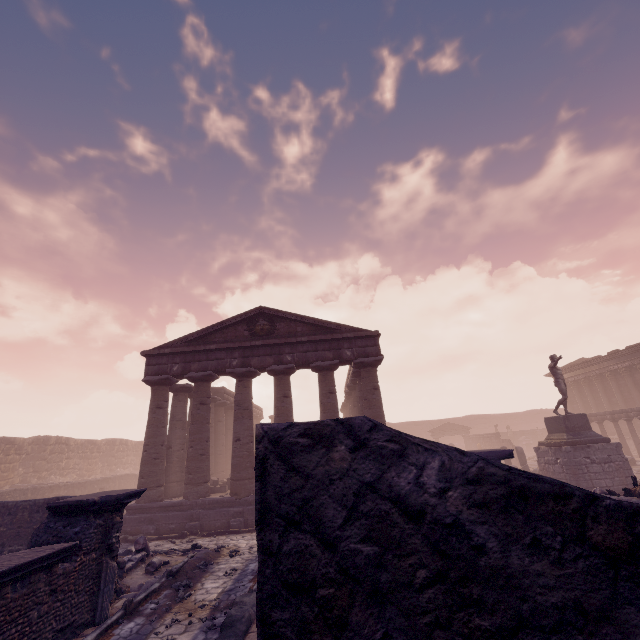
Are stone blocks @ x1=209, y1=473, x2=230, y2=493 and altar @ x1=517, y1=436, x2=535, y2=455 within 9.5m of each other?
no

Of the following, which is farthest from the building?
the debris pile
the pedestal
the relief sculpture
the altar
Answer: the debris pile

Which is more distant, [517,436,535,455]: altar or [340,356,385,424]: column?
[517,436,535,455]: altar

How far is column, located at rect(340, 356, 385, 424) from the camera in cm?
1477

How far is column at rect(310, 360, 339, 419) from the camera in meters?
14.8 m

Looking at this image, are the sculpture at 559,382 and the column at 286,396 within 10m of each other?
no

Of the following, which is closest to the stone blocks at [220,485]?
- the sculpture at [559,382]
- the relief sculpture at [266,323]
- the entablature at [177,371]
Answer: the entablature at [177,371]

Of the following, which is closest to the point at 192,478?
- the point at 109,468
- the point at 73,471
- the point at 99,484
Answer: the point at 99,484
